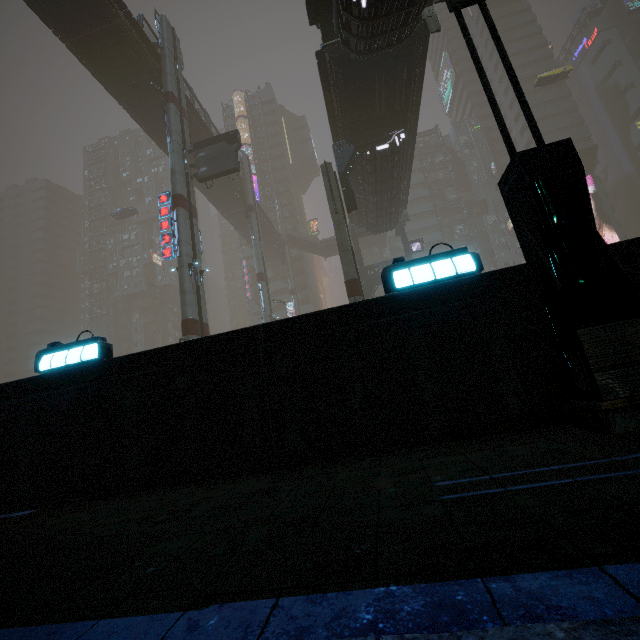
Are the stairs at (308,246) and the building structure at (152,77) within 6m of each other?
no

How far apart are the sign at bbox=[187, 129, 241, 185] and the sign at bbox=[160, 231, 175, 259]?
4.5m

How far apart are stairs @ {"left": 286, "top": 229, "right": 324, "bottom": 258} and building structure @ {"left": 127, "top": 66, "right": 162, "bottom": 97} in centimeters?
3131cm

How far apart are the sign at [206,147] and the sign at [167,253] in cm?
445

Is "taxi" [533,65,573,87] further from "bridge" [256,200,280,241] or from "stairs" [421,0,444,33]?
"stairs" [421,0,444,33]

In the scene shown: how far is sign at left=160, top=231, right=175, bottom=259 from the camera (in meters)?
21.78

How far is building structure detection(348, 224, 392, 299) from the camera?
35.19m

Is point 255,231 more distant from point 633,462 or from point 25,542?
point 633,462
